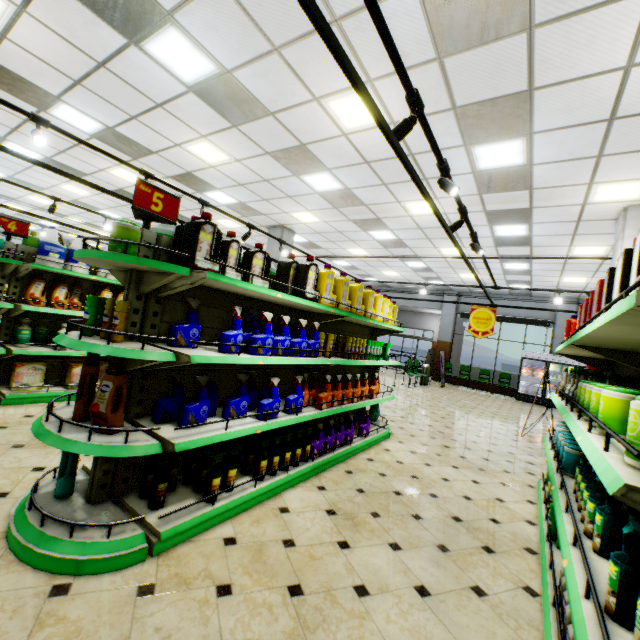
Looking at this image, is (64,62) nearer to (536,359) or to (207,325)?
(207,325)

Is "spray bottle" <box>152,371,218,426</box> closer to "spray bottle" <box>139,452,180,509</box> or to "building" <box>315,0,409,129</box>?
"spray bottle" <box>139,452,180,509</box>

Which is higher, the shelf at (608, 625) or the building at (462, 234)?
the building at (462, 234)

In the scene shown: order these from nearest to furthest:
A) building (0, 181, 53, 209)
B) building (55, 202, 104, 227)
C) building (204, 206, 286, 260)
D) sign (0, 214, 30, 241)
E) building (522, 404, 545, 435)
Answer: sign (0, 214, 30, 241)
building (522, 404, 545, 435)
building (204, 206, 286, 260)
building (0, 181, 53, 209)
building (55, 202, 104, 227)

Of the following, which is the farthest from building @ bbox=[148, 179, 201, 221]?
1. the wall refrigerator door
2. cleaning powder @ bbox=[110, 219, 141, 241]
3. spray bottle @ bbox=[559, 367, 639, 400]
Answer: cleaning powder @ bbox=[110, 219, 141, 241]

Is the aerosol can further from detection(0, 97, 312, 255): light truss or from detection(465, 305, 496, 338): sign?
detection(465, 305, 496, 338): sign

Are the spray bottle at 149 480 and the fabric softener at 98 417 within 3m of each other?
yes

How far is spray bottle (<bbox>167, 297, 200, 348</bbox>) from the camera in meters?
2.4 m
